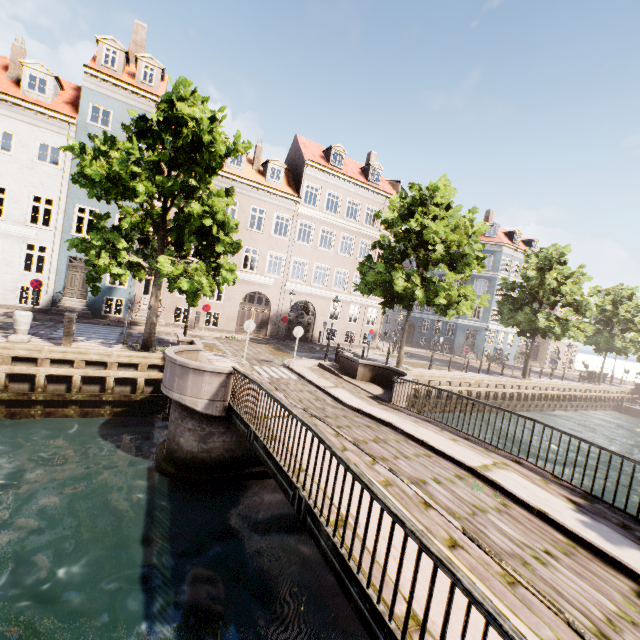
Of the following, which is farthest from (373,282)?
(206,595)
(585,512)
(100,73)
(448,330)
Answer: (448,330)

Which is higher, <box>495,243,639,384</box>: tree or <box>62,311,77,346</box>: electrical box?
<box>495,243,639,384</box>: tree

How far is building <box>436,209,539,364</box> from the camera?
37.66m

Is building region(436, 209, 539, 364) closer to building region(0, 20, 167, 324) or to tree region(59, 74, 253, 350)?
tree region(59, 74, 253, 350)

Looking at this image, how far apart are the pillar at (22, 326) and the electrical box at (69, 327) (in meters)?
1.03

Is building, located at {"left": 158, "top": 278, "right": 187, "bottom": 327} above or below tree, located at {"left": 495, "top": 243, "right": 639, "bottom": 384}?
below

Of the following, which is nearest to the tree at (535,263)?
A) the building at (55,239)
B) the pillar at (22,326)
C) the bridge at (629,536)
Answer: the bridge at (629,536)

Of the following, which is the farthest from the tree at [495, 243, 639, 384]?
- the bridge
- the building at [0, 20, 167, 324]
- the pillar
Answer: the building at [0, 20, 167, 324]
